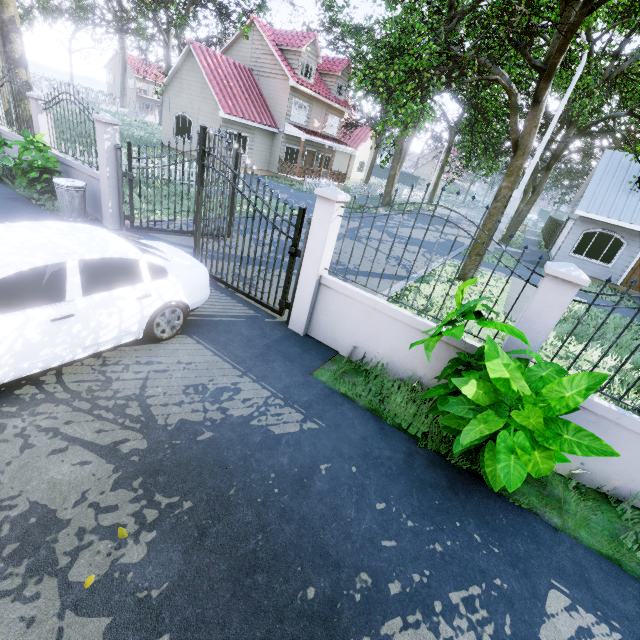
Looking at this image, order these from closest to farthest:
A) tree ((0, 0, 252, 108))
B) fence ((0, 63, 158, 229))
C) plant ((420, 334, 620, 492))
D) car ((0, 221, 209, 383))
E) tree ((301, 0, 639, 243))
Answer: plant ((420, 334, 620, 492)) → car ((0, 221, 209, 383)) → fence ((0, 63, 158, 229)) → tree ((301, 0, 639, 243)) → tree ((0, 0, 252, 108))

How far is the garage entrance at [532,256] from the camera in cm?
1866

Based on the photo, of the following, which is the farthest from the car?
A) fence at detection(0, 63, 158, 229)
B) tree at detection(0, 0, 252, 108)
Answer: fence at detection(0, 63, 158, 229)

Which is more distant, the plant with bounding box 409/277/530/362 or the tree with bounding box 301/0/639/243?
the tree with bounding box 301/0/639/243

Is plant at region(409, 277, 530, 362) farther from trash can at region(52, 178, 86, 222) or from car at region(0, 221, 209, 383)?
trash can at region(52, 178, 86, 222)

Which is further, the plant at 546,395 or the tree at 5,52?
the tree at 5,52

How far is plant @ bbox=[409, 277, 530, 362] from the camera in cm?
356

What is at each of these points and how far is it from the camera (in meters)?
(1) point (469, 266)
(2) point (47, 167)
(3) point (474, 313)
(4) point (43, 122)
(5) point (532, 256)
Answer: (1) tree, 11.36
(2) plant, 8.46
(3) plant, 4.11
(4) fence, 8.85
(5) garage entrance, 20.19
